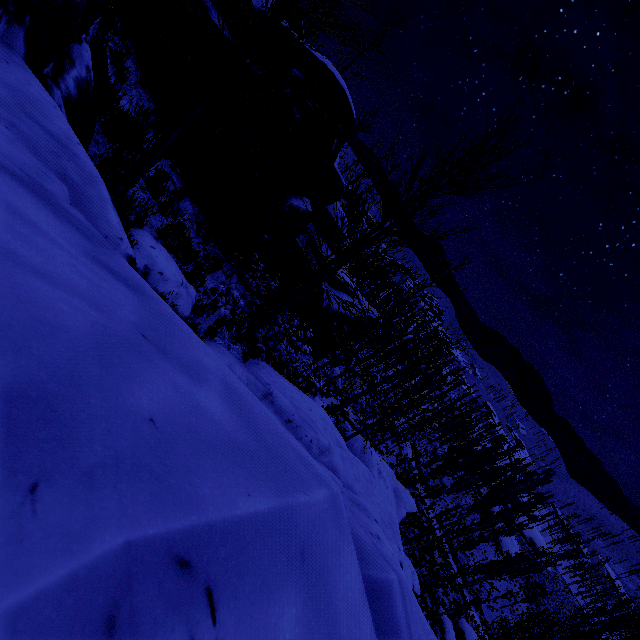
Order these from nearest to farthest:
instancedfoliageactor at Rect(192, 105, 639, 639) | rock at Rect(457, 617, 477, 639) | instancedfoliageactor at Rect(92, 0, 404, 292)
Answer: instancedfoliageactor at Rect(92, 0, 404, 292) → instancedfoliageactor at Rect(192, 105, 639, 639) → rock at Rect(457, 617, 477, 639)

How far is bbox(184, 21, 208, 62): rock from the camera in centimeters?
788cm

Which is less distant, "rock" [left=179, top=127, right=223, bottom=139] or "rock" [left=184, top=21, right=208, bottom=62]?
"rock" [left=184, top=21, right=208, bottom=62]

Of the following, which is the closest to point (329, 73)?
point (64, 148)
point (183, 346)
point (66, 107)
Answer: point (66, 107)

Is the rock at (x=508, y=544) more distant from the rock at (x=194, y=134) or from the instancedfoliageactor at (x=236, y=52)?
the rock at (x=194, y=134)

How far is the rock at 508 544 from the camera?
49.5 meters
